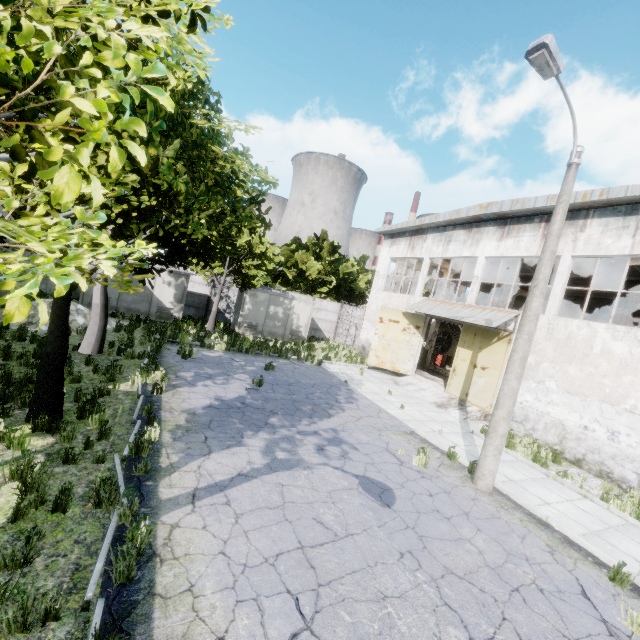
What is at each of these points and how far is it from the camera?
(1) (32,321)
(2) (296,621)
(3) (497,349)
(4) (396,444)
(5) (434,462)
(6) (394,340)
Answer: (1) concrete debris, 13.3m
(2) asphalt debris, 3.9m
(3) door, 15.4m
(4) asphalt debris, 9.9m
(5) asphalt debris, 9.2m
(6) door, 20.2m

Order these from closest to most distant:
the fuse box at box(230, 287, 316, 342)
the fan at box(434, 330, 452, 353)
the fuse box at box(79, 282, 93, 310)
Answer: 1. the fuse box at box(79, 282, 93, 310)
2. the fuse box at box(230, 287, 316, 342)
3. the fan at box(434, 330, 452, 353)

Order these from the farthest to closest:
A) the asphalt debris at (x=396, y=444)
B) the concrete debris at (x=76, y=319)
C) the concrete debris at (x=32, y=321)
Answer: the concrete debris at (x=76, y=319), the concrete debris at (x=32, y=321), the asphalt debris at (x=396, y=444)

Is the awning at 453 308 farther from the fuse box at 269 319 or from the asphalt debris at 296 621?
the asphalt debris at 296 621

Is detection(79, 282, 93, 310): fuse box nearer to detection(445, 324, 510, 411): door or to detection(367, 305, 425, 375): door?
detection(367, 305, 425, 375): door

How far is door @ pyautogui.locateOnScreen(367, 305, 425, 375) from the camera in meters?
20.0

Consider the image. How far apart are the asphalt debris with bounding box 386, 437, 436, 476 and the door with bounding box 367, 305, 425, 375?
9.8m

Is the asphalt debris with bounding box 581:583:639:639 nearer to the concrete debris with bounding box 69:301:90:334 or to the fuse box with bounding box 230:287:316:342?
the concrete debris with bounding box 69:301:90:334
